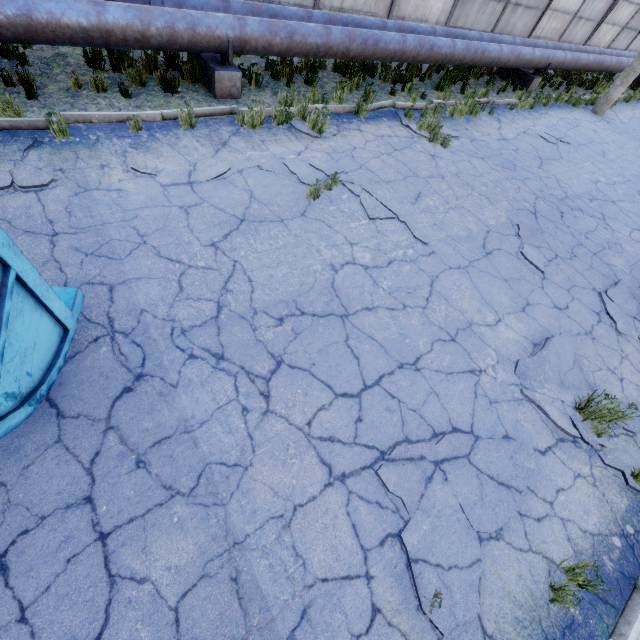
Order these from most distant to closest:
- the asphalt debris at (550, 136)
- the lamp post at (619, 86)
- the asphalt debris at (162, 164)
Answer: the lamp post at (619, 86)
the asphalt debris at (550, 136)
the asphalt debris at (162, 164)

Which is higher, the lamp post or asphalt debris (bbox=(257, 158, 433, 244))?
the lamp post

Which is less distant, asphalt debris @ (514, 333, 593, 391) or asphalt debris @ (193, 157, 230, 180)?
asphalt debris @ (514, 333, 593, 391)

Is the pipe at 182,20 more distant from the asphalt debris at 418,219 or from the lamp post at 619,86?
the asphalt debris at 418,219

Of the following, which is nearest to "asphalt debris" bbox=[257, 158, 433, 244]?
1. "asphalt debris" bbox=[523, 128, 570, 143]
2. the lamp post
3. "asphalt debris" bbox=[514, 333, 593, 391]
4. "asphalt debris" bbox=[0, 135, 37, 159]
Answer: "asphalt debris" bbox=[514, 333, 593, 391]

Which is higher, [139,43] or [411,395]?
[139,43]

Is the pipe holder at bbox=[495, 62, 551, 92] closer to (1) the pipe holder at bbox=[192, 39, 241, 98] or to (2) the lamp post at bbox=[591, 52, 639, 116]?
(2) the lamp post at bbox=[591, 52, 639, 116]

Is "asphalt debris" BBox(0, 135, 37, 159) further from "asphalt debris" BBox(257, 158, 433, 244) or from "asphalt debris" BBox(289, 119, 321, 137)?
"asphalt debris" BBox(289, 119, 321, 137)
